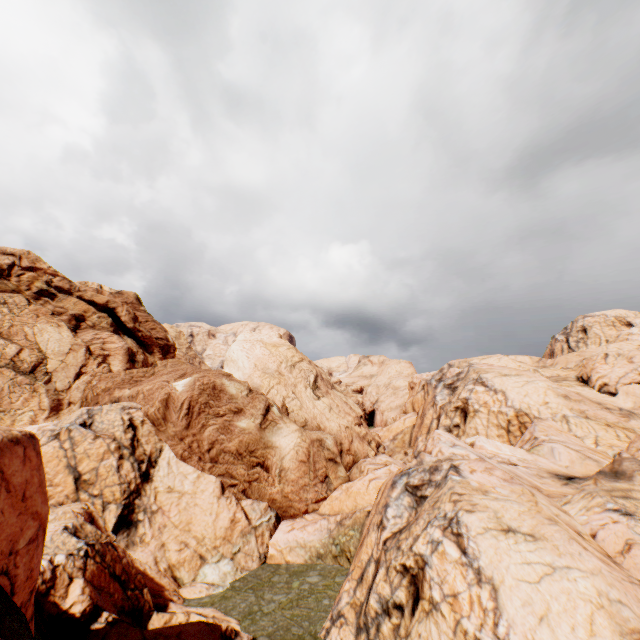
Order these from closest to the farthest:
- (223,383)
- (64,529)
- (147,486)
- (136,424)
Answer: (64,529), (147,486), (136,424), (223,383)
